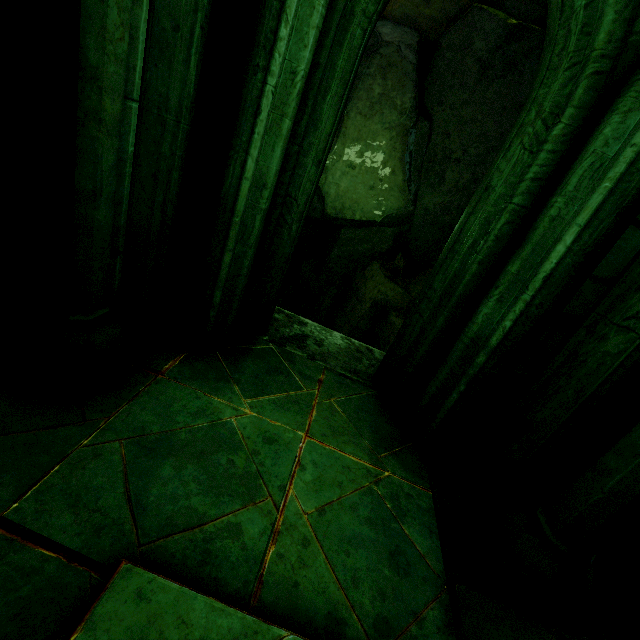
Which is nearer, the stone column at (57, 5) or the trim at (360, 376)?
the stone column at (57, 5)

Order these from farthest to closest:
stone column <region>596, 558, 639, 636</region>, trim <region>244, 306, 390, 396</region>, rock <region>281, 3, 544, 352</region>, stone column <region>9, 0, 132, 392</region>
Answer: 1. rock <region>281, 3, 544, 352</region>
2. trim <region>244, 306, 390, 396</region>
3. stone column <region>596, 558, 639, 636</region>
4. stone column <region>9, 0, 132, 392</region>

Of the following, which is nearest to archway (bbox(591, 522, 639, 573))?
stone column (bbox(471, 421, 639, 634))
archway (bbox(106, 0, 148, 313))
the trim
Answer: stone column (bbox(471, 421, 639, 634))

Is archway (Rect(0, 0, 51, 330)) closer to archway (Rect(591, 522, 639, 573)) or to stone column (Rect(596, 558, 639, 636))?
archway (Rect(591, 522, 639, 573))

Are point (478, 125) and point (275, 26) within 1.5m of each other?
no

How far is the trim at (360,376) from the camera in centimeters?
298cm

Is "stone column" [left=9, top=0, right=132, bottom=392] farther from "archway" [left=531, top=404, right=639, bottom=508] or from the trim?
"archway" [left=531, top=404, right=639, bottom=508]

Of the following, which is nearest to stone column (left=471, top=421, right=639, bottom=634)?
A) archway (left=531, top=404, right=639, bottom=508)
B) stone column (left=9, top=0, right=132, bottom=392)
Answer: archway (left=531, top=404, right=639, bottom=508)
